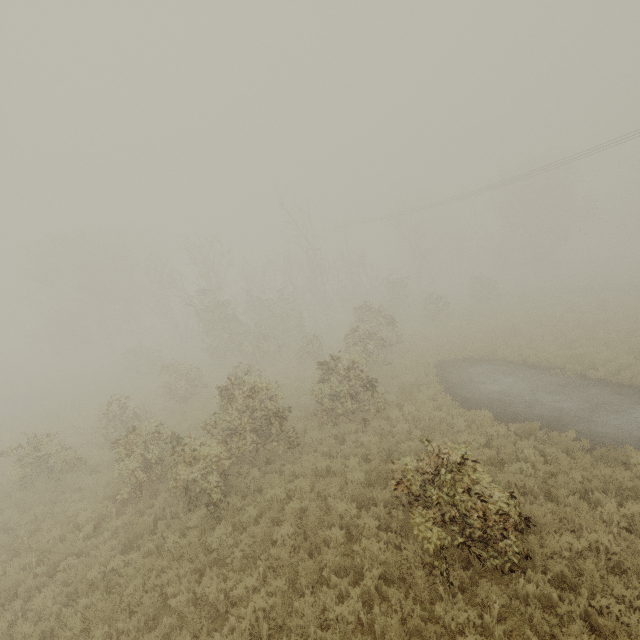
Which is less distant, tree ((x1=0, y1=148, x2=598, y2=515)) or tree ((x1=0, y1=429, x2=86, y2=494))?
tree ((x1=0, y1=148, x2=598, y2=515))

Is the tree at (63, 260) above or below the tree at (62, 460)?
above

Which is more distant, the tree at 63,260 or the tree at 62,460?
the tree at 62,460

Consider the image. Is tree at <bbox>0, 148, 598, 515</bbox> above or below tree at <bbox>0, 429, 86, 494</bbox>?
above

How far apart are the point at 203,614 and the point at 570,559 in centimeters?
711cm
